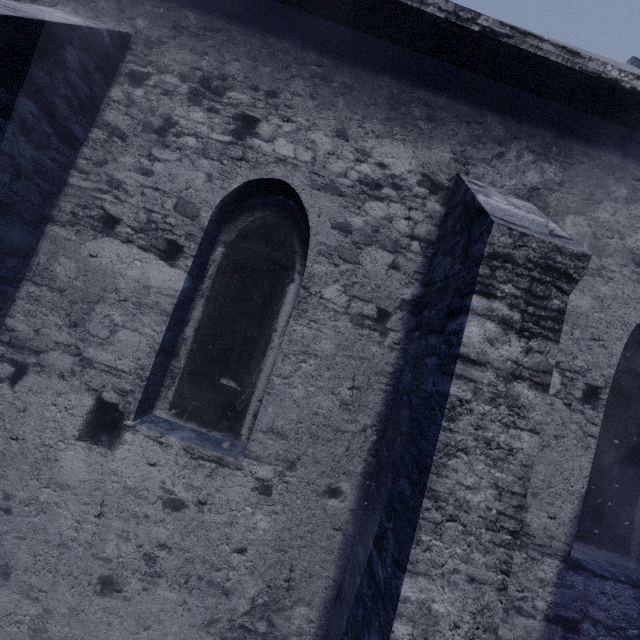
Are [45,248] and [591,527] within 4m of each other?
no
